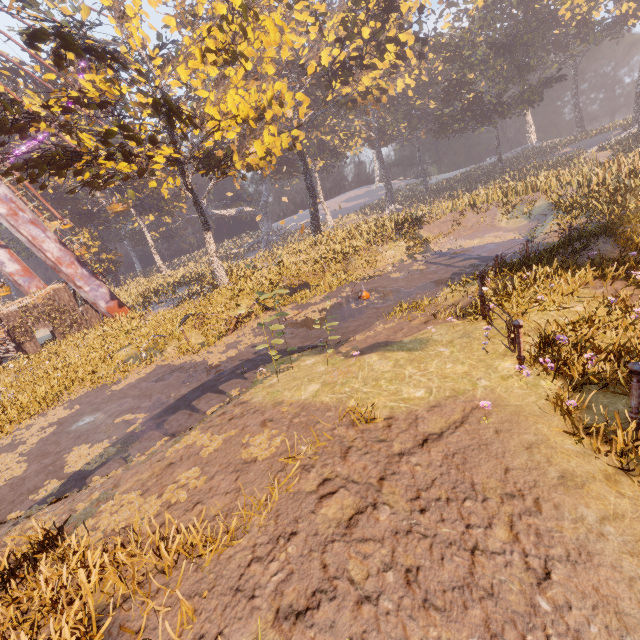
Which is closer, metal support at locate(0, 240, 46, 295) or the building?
the building

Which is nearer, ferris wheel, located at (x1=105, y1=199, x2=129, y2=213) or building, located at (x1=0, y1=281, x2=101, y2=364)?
building, located at (x1=0, y1=281, x2=101, y2=364)

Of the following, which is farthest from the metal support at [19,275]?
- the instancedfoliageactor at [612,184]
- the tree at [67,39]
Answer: the instancedfoliageactor at [612,184]

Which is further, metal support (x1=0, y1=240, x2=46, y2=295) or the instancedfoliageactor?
metal support (x1=0, y1=240, x2=46, y2=295)

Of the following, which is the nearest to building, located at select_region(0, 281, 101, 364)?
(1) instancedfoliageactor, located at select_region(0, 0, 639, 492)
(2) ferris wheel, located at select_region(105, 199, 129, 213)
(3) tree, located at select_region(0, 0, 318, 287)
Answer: (2) ferris wheel, located at select_region(105, 199, 129, 213)

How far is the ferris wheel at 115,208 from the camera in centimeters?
2656cm

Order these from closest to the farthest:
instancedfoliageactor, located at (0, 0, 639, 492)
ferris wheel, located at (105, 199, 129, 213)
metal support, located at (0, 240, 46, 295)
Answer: instancedfoliageactor, located at (0, 0, 639, 492) < metal support, located at (0, 240, 46, 295) < ferris wheel, located at (105, 199, 129, 213)

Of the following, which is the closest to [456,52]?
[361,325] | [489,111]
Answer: [489,111]
